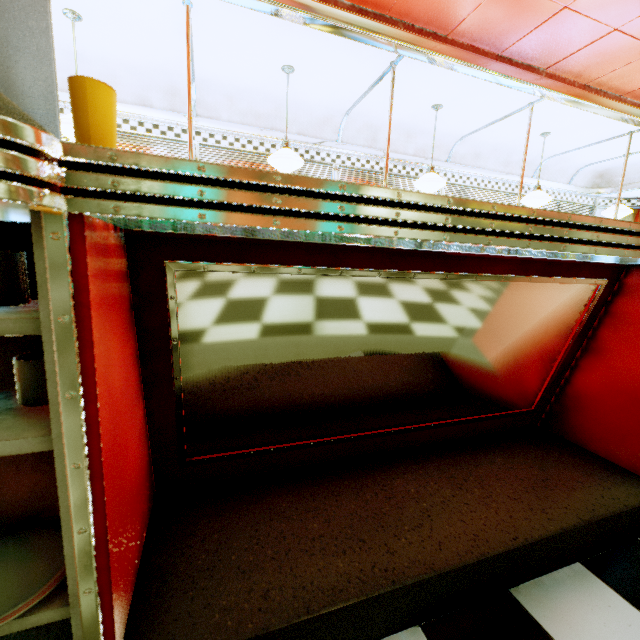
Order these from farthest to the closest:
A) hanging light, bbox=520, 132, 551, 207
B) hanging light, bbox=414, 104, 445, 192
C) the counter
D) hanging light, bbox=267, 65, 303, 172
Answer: hanging light, bbox=520, 132, 551, 207, hanging light, bbox=414, 104, 445, 192, hanging light, bbox=267, 65, 303, 172, the counter

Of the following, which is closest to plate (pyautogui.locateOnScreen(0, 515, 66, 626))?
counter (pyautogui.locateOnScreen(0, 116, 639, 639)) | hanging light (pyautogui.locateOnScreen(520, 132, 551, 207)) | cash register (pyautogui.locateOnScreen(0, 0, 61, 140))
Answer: counter (pyautogui.locateOnScreen(0, 116, 639, 639))

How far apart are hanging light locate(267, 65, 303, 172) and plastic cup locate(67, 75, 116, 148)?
3.17m

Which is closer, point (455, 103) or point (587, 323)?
point (587, 323)

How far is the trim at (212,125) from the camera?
3.83m

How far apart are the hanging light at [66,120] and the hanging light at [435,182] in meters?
3.6 m

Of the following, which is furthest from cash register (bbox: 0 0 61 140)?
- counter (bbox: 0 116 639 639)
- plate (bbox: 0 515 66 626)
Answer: plate (bbox: 0 515 66 626)

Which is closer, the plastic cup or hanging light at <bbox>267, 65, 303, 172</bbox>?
the plastic cup
